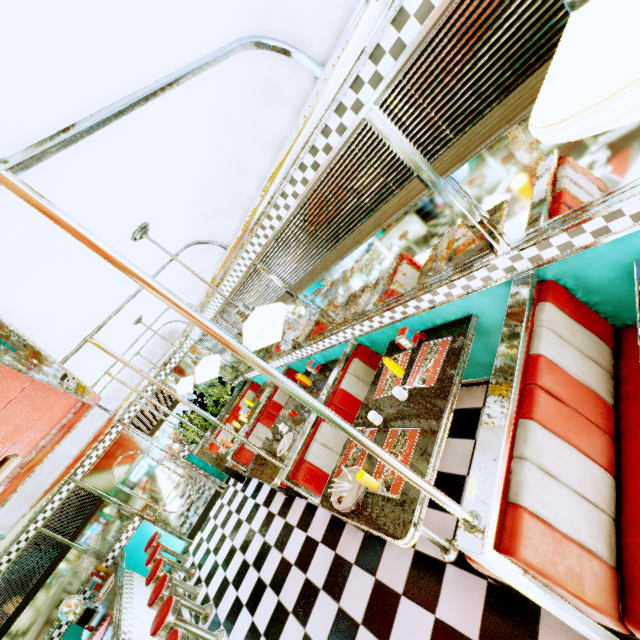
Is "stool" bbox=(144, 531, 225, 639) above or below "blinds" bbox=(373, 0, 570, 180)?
below

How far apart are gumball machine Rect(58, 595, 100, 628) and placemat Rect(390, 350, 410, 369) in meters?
5.2

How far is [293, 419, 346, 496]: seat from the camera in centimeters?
294cm

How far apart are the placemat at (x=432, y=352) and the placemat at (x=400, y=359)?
0.15m

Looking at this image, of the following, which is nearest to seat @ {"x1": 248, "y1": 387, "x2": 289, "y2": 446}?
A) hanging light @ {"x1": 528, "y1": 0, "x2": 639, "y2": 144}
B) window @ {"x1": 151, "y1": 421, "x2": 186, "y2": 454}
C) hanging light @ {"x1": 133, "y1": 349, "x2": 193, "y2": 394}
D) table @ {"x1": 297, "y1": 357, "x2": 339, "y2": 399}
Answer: table @ {"x1": 297, "y1": 357, "x2": 339, "y2": 399}

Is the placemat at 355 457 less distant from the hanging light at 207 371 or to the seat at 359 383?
the seat at 359 383

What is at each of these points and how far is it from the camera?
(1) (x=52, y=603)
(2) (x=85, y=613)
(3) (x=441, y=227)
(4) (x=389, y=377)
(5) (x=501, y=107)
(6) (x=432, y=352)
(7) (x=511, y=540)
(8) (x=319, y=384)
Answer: (1) window, 5.4m
(2) gumball machine, 4.4m
(3) window, 2.2m
(4) placemat, 2.9m
(5) blinds, 1.5m
(6) placemat, 2.7m
(7) seat, 1.3m
(8) table, 4.2m

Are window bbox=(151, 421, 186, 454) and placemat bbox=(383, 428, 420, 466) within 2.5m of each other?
no
